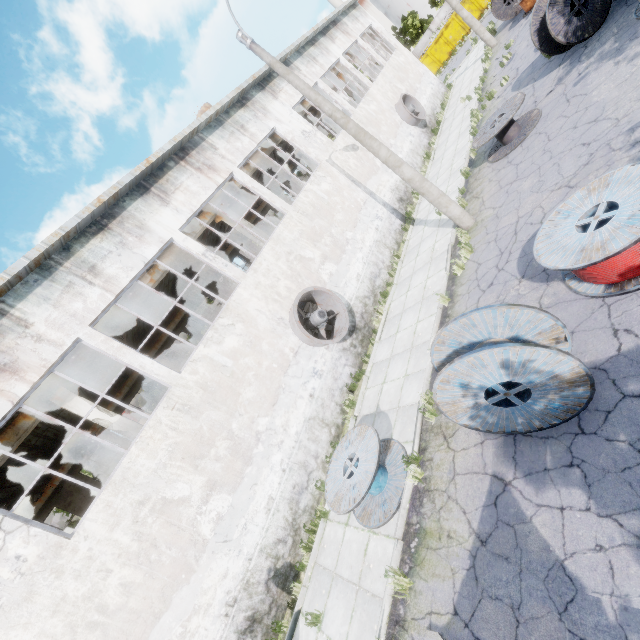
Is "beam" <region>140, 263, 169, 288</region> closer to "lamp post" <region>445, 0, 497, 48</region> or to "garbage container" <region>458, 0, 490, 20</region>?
"lamp post" <region>445, 0, 497, 48</region>

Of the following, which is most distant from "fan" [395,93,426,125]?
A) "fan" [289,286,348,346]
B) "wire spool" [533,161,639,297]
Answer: "wire spool" [533,161,639,297]

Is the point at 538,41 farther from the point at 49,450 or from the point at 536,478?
the point at 49,450

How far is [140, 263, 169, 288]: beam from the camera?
12.4 meters

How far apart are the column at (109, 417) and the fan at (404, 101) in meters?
22.2

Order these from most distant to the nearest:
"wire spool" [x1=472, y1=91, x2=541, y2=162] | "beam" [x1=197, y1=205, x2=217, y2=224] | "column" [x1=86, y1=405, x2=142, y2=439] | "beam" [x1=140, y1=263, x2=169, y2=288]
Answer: "beam" [x1=197, y1=205, x2=217, y2=224] < "beam" [x1=140, y1=263, x2=169, y2=288] < "wire spool" [x1=472, y1=91, x2=541, y2=162] < "column" [x1=86, y1=405, x2=142, y2=439]

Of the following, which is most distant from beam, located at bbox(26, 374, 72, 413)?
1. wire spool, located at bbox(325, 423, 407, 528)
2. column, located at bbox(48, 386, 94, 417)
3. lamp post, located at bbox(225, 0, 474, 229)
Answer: wire spool, located at bbox(325, 423, 407, 528)

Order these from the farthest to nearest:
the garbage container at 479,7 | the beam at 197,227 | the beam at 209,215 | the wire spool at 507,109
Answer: the garbage container at 479,7 → the beam at 209,215 → the beam at 197,227 → the wire spool at 507,109
